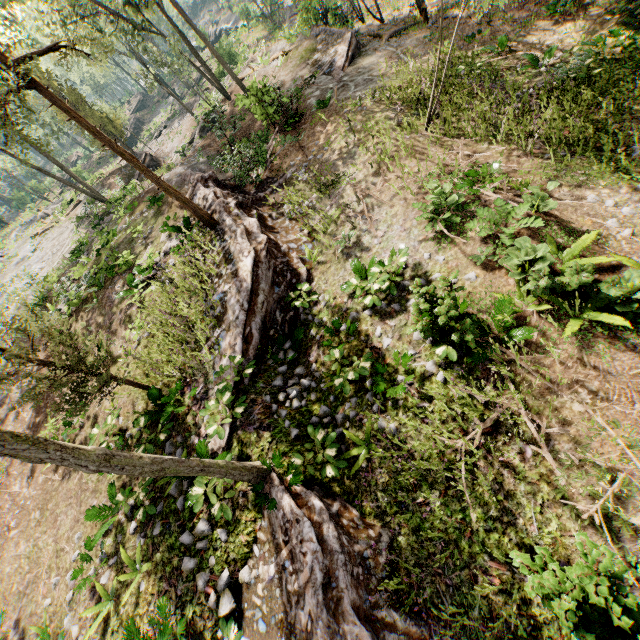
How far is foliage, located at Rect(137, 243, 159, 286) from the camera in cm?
1312

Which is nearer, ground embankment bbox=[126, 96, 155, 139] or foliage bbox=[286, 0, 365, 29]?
foliage bbox=[286, 0, 365, 29]

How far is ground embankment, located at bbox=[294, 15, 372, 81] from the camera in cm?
1886

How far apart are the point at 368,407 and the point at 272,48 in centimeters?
3030cm

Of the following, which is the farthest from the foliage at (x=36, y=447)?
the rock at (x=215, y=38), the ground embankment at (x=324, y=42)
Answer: the ground embankment at (x=324, y=42)

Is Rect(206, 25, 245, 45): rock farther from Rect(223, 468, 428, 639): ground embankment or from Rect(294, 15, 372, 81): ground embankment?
Rect(223, 468, 428, 639): ground embankment

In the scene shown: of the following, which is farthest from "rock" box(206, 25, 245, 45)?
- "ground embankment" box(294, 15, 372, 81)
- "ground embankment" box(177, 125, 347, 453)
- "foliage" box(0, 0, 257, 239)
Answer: "ground embankment" box(177, 125, 347, 453)

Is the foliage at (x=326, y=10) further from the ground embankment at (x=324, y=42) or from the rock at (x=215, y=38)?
the ground embankment at (x=324, y=42)
